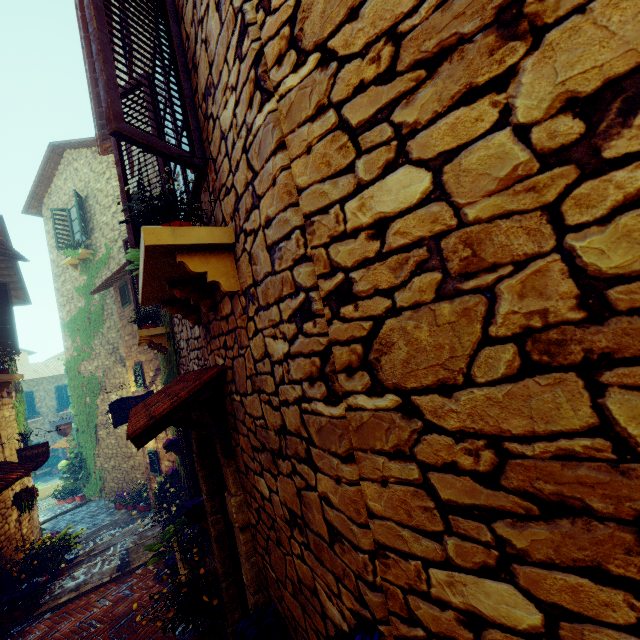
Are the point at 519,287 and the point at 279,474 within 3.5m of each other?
yes

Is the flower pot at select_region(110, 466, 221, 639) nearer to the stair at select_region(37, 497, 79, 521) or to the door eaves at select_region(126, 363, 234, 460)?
the door eaves at select_region(126, 363, 234, 460)

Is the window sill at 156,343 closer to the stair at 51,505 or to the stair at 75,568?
the stair at 75,568

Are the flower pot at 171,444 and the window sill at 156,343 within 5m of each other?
yes

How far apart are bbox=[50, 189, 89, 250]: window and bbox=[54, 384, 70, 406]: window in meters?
18.4 m

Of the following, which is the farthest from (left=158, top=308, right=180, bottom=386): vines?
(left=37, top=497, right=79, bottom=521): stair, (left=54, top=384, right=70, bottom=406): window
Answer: (left=54, top=384, right=70, bottom=406): window

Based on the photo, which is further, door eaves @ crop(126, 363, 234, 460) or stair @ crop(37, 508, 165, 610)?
stair @ crop(37, 508, 165, 610)

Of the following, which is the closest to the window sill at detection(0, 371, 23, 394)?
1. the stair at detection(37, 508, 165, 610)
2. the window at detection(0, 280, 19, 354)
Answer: the window at detection(0, 280, 19, 354)
